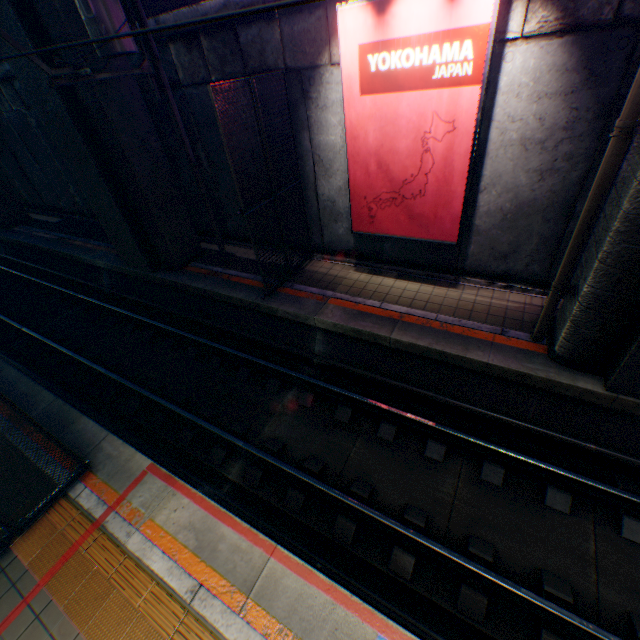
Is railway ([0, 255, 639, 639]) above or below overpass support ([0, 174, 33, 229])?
below

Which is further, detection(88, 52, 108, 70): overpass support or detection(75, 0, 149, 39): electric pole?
detection(88, 52, 108, 70): overpass support

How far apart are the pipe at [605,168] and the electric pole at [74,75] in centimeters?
813cm

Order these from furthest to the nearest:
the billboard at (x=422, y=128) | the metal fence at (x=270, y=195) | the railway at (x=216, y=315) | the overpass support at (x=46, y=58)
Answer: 1. the overpass support at (x=46, y=58)
2. the metal fence at (x=270, y=195)
3. the railway at (x=216, y=315)
4. the billboard at (x=422, y=128)

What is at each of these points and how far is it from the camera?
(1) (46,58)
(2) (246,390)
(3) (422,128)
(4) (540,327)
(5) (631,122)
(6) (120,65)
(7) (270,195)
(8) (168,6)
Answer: (1) overpass support, 7.54m
(2) railway, 8.16m
(3) billboard, 6.29m
(4) pipe, 6.36m
(5) pipe, 4.09m
(6) overpass support, 8.19m
(7) metal fence, 7.99m
(8) concrete block, 8.27m

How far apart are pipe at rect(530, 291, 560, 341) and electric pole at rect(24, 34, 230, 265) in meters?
8.1

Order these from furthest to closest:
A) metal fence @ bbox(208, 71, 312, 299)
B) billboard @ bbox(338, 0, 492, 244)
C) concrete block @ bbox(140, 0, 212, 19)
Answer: concrete block @ bbox(140, 0, 212, 19) < metal fence @ bbox(208, 71, 312, 299) < billboard @ bbox(338, 0, 492, 244)
